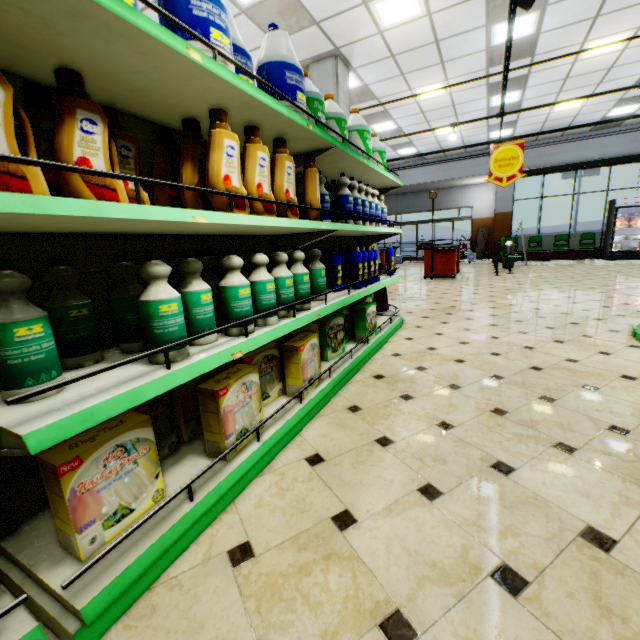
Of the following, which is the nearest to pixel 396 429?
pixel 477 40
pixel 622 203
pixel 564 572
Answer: pixel 564 572

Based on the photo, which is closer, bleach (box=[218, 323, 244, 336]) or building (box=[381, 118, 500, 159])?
bleach (box=[218, 323, 244, 336])

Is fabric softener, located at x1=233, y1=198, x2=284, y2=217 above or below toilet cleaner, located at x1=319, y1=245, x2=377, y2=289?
above

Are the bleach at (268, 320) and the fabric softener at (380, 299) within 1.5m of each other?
no

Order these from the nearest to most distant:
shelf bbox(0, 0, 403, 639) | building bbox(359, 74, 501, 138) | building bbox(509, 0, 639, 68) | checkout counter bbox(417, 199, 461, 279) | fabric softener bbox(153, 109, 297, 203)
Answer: shelf bbox(0, 0, 403, 639) < fabric softener bbox(153, 109, 297, 203) < building bbox(509, 0, 639, 68) < building bbox(359, 74, 501, 138) < checkout counter bbox(417, 199, 461, 279)

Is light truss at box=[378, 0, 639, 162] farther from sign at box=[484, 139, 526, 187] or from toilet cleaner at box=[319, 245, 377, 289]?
toilet cleaner at box=[319, 245, 377, 289]

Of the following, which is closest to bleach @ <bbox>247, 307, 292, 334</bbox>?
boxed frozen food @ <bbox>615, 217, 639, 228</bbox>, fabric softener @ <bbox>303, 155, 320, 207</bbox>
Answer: fabric softener @ <bbox>303, 155, 320, 207</bbox>

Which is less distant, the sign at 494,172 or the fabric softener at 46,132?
the fabric softener at 46,132
